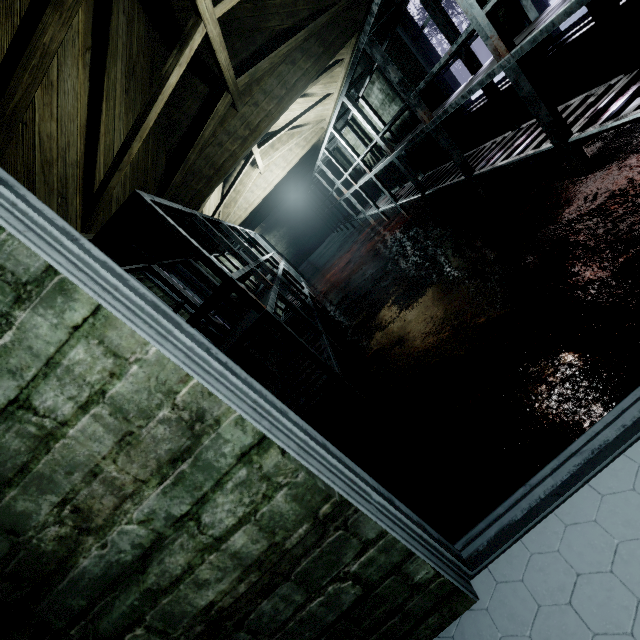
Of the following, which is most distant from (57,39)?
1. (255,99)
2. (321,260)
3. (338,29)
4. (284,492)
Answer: (321,260)

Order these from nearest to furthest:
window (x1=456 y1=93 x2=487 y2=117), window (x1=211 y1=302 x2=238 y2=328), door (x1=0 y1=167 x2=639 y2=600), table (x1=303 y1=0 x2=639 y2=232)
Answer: door (x1=0 y1=167 x2=639 y2=600) < table (x1=303 y1=0 x2=639 y2=232) < window (x1=456 y1=93 x2=487 y2=117) < window (x1=211 y1=302 x2=238 y2=328)

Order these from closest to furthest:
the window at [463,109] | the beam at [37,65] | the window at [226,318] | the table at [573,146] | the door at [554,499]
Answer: the door at [554,499] → the beam at [37,65] → the table at [573,146] → the window at [463,109] → the window at [226,318]

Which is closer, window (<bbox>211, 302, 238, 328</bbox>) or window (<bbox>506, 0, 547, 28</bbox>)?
window (<bbox>506, 0, 547, 28</bbox>)

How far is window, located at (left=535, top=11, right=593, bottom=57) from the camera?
1.96m

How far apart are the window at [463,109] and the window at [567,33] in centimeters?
23cm

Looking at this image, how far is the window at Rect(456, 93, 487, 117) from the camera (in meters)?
2.99

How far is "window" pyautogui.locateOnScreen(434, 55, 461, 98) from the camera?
3.0m
